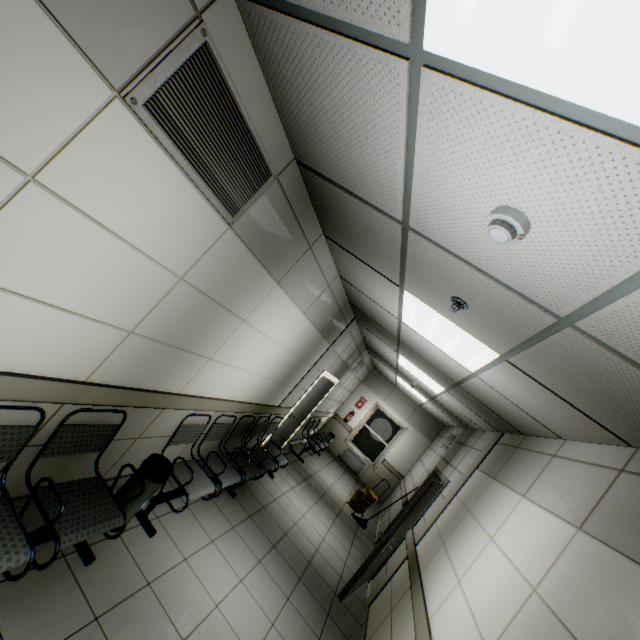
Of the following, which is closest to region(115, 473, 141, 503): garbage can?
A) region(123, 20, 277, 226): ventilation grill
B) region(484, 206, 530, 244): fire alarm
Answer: region(123, 20, 277, 226): ventilation grill

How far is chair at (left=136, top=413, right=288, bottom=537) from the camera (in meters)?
3.14

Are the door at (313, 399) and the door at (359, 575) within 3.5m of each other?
yes

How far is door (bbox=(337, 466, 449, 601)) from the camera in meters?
4.4

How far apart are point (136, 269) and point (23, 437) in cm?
126

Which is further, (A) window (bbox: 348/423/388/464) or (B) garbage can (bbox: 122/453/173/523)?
(A) window (bbox: 348/423/388/464)

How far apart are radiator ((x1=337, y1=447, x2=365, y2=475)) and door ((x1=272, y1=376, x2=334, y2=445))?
3.7m

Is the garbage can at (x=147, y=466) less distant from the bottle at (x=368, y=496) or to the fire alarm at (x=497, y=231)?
the fire alarm at (x=497, y=231)
